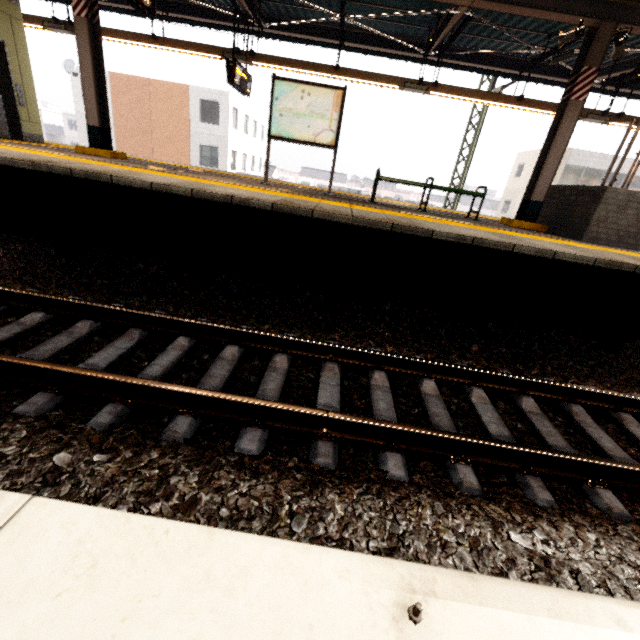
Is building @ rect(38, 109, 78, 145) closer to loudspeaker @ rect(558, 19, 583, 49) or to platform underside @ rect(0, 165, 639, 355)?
platform underside @ rect(0, 165, 639, 355)

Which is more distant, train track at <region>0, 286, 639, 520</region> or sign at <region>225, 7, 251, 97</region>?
sign at <region>225, 7, 251, 97</region>

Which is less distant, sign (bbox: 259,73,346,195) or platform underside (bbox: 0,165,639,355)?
platform underside (bbox: 0,165,639,355)

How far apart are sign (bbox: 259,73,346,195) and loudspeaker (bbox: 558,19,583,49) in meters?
4.0 m

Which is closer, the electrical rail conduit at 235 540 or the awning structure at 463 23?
the electrical rail conduit at 235 540

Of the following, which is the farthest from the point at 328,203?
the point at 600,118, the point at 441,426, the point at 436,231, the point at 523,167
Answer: the point at 523,167

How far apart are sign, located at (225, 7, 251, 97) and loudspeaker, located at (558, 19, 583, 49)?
6.9 meters

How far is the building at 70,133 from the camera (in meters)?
47.28
